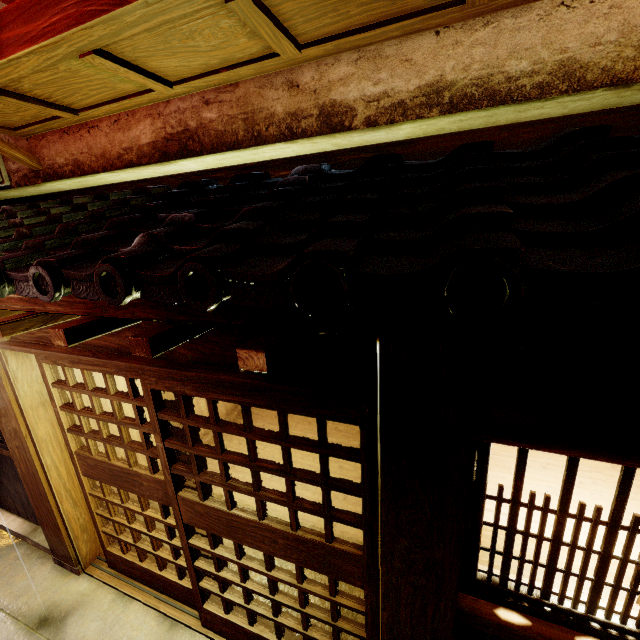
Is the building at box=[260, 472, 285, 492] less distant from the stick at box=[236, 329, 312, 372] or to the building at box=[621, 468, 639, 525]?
the building at box=[621, 468, 639, 525]

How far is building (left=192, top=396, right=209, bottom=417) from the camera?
10.1m

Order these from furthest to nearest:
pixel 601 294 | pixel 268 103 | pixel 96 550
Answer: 1. pixel 96 550
2. pixel 268 103
3. pixel 601 294

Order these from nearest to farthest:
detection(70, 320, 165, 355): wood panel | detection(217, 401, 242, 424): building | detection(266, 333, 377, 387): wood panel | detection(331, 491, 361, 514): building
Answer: detection(266, 333, 377, 387): wood panel
detection(70, 320, 165, 355): wood panel
detection(331, 491, 361, 514): building
detection(217, 401, 242, 424): building

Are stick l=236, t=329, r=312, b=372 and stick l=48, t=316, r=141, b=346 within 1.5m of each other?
no

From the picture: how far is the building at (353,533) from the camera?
7.22m

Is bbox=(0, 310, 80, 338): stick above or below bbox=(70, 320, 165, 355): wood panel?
above
